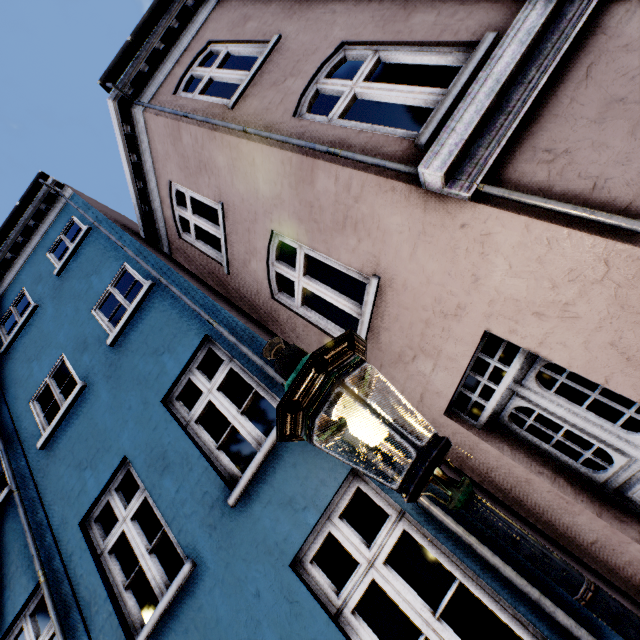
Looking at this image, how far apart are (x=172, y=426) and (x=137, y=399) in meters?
0.9

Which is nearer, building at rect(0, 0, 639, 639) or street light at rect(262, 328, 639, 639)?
street light at rect(262, 328, 639, 639)

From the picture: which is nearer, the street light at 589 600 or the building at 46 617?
the street light at 589 600
